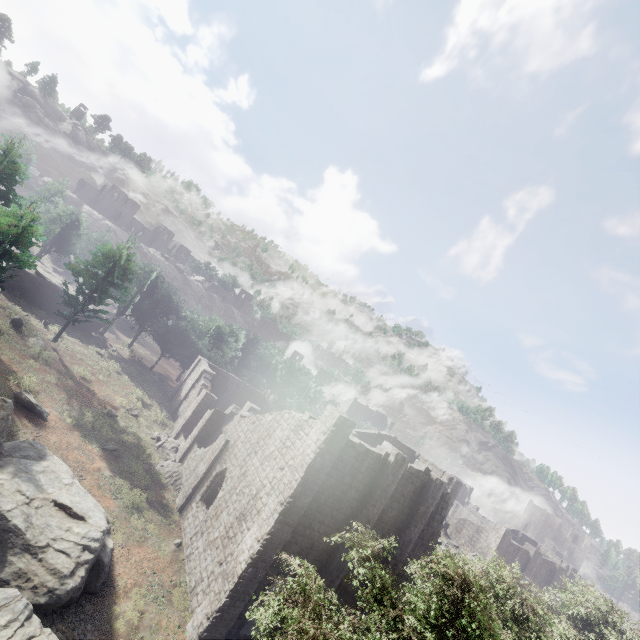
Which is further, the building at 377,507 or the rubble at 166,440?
the rubble at 166,440

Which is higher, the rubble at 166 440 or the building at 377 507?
the building at 377 507

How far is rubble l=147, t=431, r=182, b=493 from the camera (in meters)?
25.20

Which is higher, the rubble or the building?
the building

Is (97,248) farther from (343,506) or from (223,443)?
(343,506)

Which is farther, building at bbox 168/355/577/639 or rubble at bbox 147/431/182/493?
rubble at bbox 147/431/182/493
